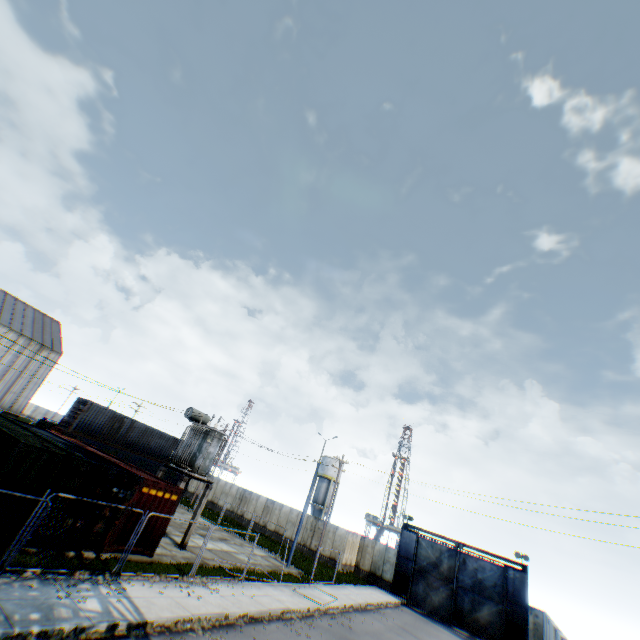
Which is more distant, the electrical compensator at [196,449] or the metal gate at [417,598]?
the metal gate at [417,598]

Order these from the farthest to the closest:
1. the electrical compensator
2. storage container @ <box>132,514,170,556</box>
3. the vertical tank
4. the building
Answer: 1. the vertical tank
2. the building
3. the electrical compensator
4. storage container @ <box>132,514,170,556</box>

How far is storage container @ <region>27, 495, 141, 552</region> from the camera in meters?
12.0

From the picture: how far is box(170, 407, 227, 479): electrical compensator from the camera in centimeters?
1973cm

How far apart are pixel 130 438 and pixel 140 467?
3.4m

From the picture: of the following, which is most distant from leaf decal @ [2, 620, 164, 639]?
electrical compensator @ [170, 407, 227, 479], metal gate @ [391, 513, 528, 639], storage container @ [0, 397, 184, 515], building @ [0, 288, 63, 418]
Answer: building @ [0, 288, 63, 418]

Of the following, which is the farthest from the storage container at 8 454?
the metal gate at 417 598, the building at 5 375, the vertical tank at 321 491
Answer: the vertical tank at 321 491

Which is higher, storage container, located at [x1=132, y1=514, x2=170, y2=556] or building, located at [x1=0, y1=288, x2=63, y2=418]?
building, located at [x1=0, y1=288, x2=63, y2=418]
